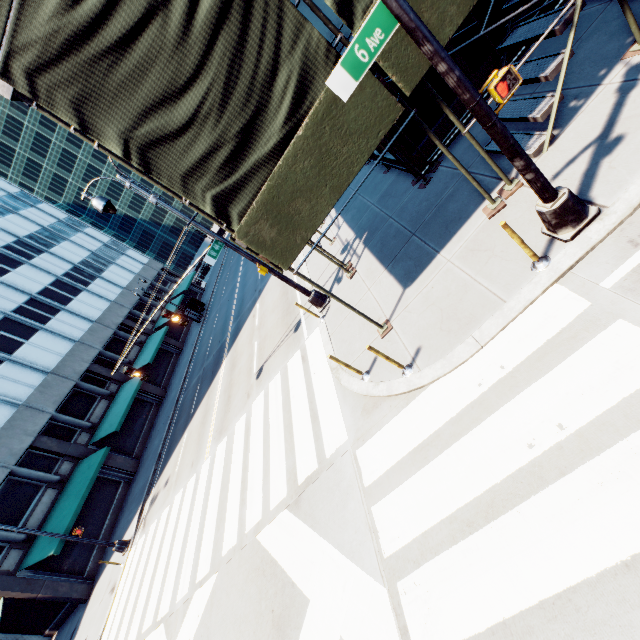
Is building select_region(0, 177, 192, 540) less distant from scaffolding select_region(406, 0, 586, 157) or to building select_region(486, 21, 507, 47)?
scaffolding select_region(406, 0, 586, 157)

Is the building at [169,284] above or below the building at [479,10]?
above

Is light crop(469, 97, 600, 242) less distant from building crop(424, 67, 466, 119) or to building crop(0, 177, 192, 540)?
building crop(424, 67, 466, 119)

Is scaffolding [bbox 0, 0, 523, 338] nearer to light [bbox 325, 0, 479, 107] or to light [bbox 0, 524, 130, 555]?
light [bbox 325, 0, 479, 107]

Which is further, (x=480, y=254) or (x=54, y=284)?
(x=54, y=284)

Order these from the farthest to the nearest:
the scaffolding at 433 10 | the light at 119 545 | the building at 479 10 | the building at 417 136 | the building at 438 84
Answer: the light at 119 545
the building at 417 136
the building at 438 84
the building at 479 10
the scaffolding at 433 10

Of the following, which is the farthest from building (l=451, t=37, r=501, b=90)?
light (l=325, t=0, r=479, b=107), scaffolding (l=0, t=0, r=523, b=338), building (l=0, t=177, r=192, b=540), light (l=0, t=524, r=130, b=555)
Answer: building (l=0, t=177, r=192, b=540)

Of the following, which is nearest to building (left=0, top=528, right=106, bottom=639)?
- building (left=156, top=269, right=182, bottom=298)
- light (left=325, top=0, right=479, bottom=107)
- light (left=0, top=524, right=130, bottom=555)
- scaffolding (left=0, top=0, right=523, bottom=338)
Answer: light (left=0, top=524, right=130, bottom=555)
